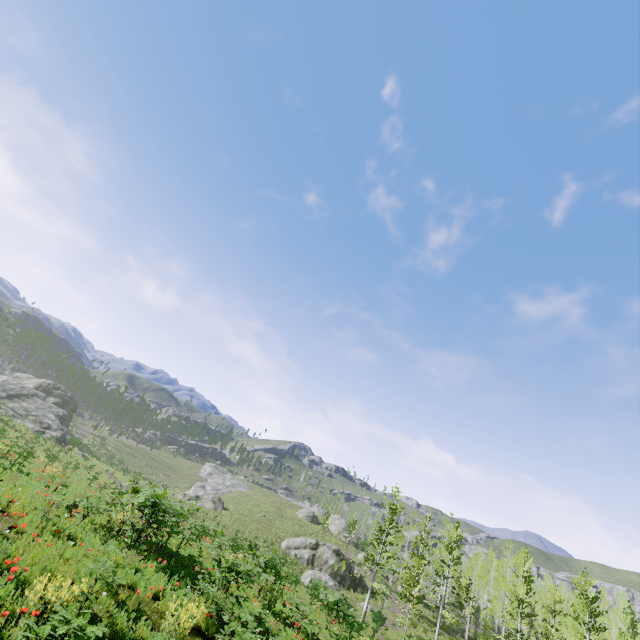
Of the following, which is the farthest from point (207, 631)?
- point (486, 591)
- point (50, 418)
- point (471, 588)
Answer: point (486, 591)

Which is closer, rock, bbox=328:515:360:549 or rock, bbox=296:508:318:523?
rock, bbox=328:515:360:549

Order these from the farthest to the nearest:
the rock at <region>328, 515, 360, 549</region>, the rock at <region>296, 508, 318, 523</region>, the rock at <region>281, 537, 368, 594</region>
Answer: the rock at <region>296, 508, 318, 523</region> < the rock at <region>328, 515, 360, 549</region> < the rock at <region>281, 537, 368, 594</region>

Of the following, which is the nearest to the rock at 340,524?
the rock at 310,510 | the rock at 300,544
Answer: the rock at 310,510

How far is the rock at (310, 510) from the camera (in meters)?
53.91

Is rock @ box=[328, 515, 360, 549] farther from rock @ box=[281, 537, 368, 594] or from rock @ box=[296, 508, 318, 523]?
rock @ box=[281, 537, 368, 594]

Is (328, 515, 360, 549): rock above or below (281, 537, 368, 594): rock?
above
